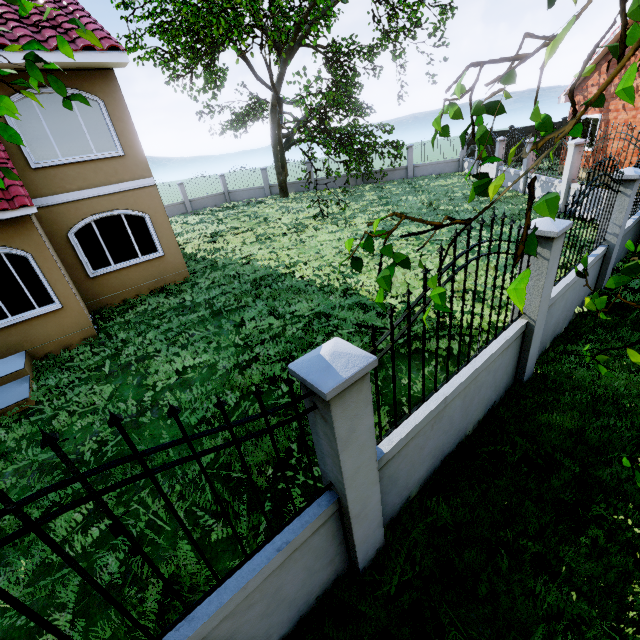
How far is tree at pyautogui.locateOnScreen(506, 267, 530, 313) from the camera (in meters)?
1.04

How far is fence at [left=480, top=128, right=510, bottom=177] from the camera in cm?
1656

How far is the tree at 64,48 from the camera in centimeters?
186cm

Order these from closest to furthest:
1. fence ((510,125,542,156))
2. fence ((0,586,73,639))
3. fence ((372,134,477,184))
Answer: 1. fence ((0,586,73,639))
2. fence ((510,125,542,156))
3. fence ((372,134,477,184))

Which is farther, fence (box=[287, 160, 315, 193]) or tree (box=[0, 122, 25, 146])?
fence (box=[287, 160, 315, 193])

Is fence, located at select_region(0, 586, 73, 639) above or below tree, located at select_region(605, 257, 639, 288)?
below

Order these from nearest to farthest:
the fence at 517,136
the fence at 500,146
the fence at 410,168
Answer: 1. the fence at 517,136
2. the fence at 500,146
3. the fence at 410,168

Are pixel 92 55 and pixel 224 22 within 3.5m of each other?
no
